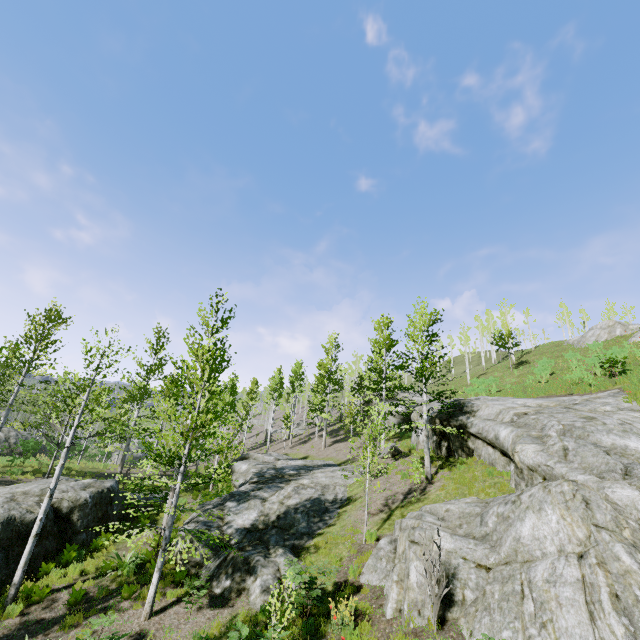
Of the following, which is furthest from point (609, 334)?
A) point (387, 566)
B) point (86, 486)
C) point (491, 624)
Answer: point (86, 486)

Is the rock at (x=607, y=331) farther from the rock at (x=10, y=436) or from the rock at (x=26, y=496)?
the rock at (x=10, y=436)

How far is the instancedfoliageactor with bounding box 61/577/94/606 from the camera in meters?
10.1 m

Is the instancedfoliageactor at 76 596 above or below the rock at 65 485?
below

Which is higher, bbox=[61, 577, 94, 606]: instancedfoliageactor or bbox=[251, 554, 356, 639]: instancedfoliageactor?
bbox=[251, 554, 356, 639]: instancedfoliageactor

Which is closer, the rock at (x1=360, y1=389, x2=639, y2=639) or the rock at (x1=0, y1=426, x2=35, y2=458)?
the rock at (x1=360, y1=389, x2=639, y2=639)

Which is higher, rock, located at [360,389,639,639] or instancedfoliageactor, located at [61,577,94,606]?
rock, located at [360,389,639,639]

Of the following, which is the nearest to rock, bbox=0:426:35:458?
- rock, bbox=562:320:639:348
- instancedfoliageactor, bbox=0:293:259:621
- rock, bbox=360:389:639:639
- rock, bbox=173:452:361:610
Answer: instancedfoliageactor, bbox=0:293:259:621
